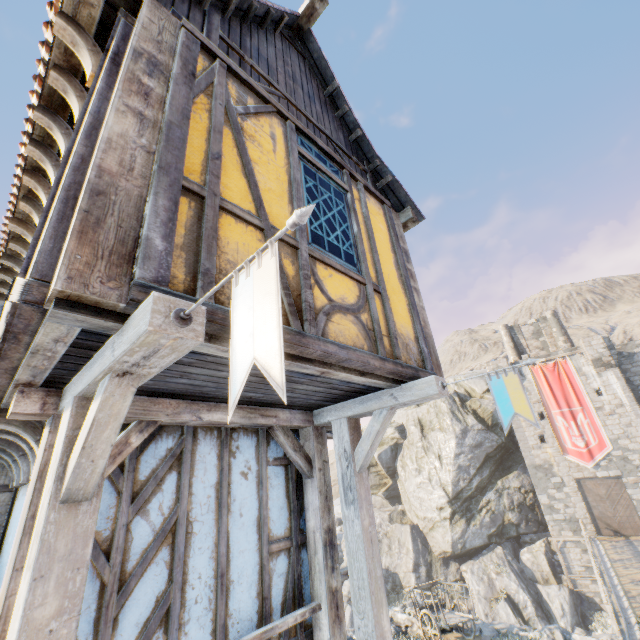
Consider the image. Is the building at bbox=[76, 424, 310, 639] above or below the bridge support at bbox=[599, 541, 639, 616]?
above

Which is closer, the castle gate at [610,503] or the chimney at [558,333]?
the castle gate at [610,503]

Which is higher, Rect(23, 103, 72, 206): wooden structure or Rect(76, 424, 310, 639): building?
Rect(23, 103, 72, 206): wooden structure

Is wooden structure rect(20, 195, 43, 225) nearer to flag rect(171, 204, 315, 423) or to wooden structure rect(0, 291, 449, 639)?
wooden structure rect(0, 291, 449, 639)

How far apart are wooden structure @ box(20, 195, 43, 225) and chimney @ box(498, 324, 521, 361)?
40.0m

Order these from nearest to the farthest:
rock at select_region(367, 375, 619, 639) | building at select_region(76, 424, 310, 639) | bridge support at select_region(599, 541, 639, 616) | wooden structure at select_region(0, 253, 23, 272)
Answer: building at select_region(76, 424, 310, 639)
wooden structure at select_region(0, 253, 23, 272)
bridge support at select_region(599, 541, 639, 616)
rock at select_region(367, 375, 619, 639)

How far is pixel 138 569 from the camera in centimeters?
271cm

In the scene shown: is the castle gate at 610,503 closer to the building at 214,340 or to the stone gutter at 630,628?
the stone gutter at 630,628
